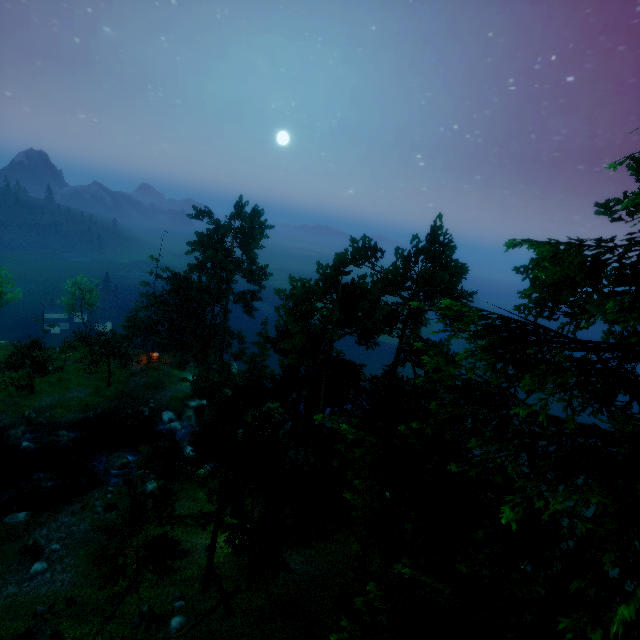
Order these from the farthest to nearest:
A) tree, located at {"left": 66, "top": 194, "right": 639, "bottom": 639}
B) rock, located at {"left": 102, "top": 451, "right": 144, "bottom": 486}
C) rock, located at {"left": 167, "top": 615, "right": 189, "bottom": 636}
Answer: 1. rock, located at {"left": 102, "top": 451, "right": 144, "bottom": 486}
2. rock, located at {"left": 167, "top": 615, "right": 189, "bottom": 636}
3. tree, located at {"left": 66, "top": 194, "right": 639, "bottom": 639}

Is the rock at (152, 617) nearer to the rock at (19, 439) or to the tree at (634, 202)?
the tree at (634, 202)

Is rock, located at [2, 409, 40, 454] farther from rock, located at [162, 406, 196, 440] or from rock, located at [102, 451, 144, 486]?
rock, located at [162, 406, 196, 440]

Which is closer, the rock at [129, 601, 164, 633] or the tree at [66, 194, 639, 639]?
the tree at [66, 194, 639, 639]

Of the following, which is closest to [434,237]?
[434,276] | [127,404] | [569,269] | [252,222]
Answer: [434,276]

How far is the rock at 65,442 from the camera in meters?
33.4

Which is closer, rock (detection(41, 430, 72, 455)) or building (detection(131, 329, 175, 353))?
rock (detection(41, 430, 72, 455))

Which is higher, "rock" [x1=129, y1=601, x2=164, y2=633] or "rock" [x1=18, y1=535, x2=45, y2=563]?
"rock" [x1=129, y1=601, x2=164, y2=633]
